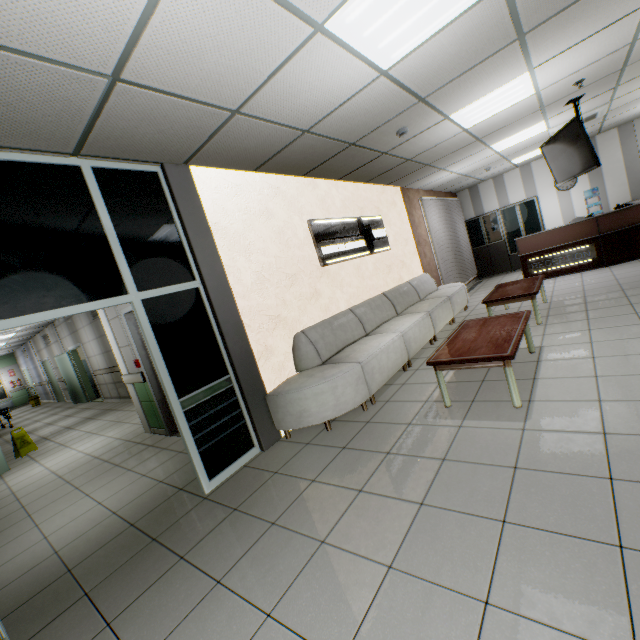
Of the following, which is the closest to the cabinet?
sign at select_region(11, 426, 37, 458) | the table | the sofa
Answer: the sofa

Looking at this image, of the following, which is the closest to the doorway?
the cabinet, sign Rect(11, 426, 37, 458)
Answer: sign Rect(11, 426, 37, 458)

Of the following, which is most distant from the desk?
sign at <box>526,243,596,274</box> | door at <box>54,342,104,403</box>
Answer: door at <box>54,342,104,403</box>

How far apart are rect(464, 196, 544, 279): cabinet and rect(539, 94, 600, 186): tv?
4.3m

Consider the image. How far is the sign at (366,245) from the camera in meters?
5.0 m

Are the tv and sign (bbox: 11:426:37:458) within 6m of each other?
no

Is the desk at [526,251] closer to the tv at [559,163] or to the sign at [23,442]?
the tv at [559,163]

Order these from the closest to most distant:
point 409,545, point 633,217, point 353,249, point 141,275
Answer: point 409,545
point 141,275
point 353,249
point 633,217
